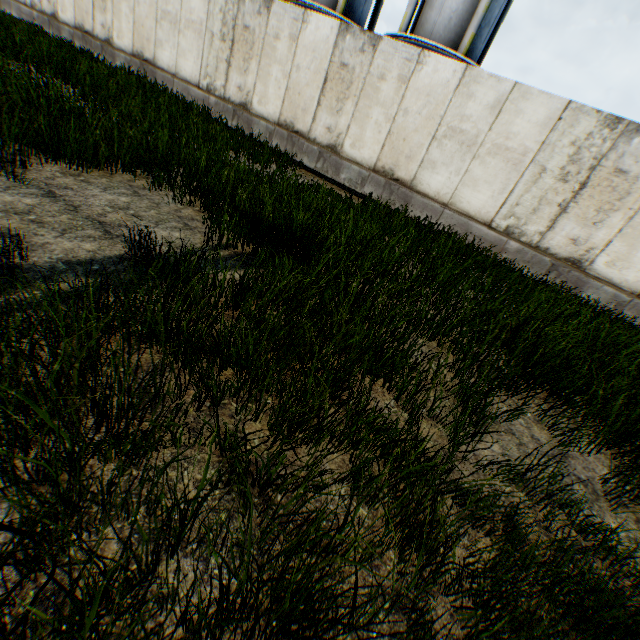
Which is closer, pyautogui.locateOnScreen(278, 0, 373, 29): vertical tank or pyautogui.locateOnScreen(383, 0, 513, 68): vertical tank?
pyautogui.locateOnScreen(383, 0, 513, 68): vertical tank

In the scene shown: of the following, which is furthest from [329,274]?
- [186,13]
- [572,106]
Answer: [186,13]

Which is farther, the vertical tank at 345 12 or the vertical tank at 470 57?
the vertical tank at 345 12
